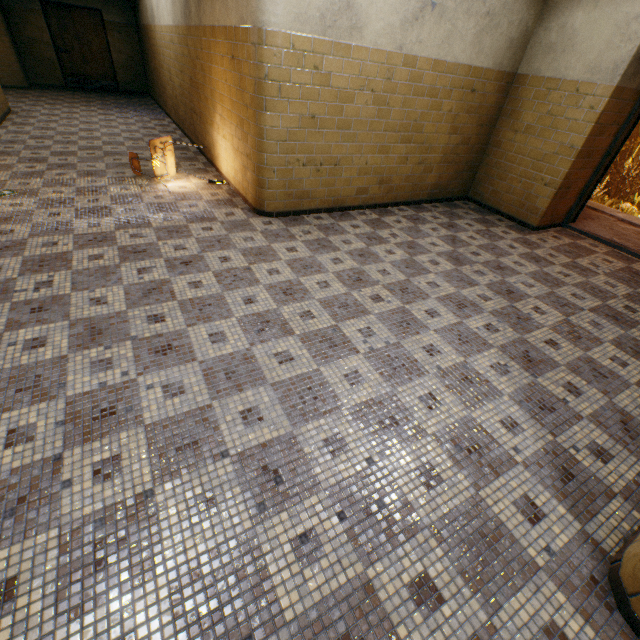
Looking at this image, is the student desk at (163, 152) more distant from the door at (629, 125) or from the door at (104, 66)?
the door at (104, 66)

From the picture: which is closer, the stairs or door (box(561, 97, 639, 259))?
door (box(561, 97, 639, 259))

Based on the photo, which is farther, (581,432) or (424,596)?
(581,432)

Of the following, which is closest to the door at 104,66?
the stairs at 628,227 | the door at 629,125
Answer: the stairs at 628,227

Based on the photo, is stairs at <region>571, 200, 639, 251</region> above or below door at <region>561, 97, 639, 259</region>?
below

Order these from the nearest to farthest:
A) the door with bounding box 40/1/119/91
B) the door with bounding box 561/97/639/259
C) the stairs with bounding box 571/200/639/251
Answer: the door with bounding box 561/97/639/259 < the stairs with bounding box 571/200/639/251 < the door with bounding box 40/1/119/91

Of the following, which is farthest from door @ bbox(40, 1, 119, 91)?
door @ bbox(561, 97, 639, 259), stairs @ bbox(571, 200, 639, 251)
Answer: door @ bbox(561, 97, 639, 259)

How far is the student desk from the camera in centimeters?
480cm
